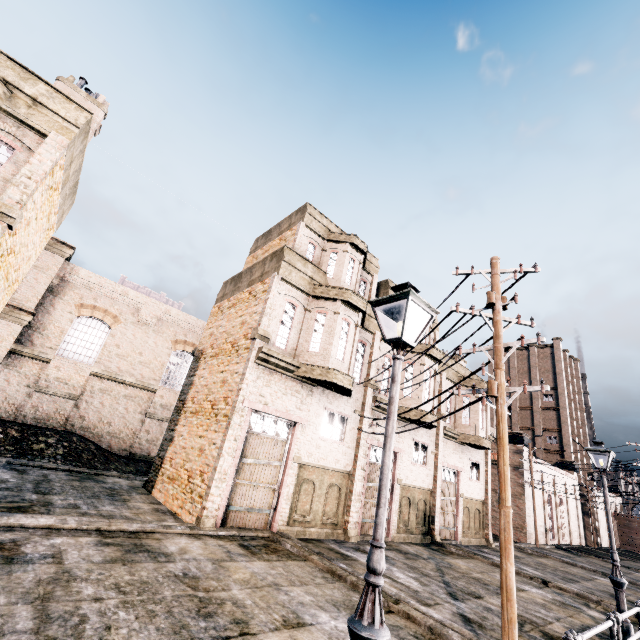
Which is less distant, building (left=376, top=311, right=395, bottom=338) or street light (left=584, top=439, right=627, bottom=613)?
street light (left=584, top=439, right=627, bottom=613)

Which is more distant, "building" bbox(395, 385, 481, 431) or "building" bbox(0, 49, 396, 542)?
"building" bbox(395, 385, 481, 431)

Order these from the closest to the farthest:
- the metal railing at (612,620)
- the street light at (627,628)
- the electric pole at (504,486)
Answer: the metal railing at (612,620) → the electric pole at (504,486) → the street light at (627,628)

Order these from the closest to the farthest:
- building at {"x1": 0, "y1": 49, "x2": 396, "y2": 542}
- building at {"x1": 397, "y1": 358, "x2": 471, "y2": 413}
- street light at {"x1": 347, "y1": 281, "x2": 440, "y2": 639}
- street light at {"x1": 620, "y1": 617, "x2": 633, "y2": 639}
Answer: street light at {"x1": 347, "y1": 281, "x2": 440, "y2": 639}, street light at {"x1": 620, "y1": 617, "x2": 633, "y2": 639}, building at {"x1": 0, "y1": 49, "x2": 396, "y2": 542}, building at {"x1": 397, "y1": 358, "x2": 471, "y2": 413}

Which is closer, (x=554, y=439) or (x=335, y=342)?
(x=335, y=342)

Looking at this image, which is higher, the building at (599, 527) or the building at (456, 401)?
the building at (456, 401)

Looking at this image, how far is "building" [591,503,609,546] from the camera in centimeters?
4621cm

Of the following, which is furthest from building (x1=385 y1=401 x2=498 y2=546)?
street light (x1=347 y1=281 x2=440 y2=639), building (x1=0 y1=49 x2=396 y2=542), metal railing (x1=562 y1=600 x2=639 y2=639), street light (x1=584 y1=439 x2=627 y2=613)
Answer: metal railing (x1=562 y1=600 x2=639 y2=639)
